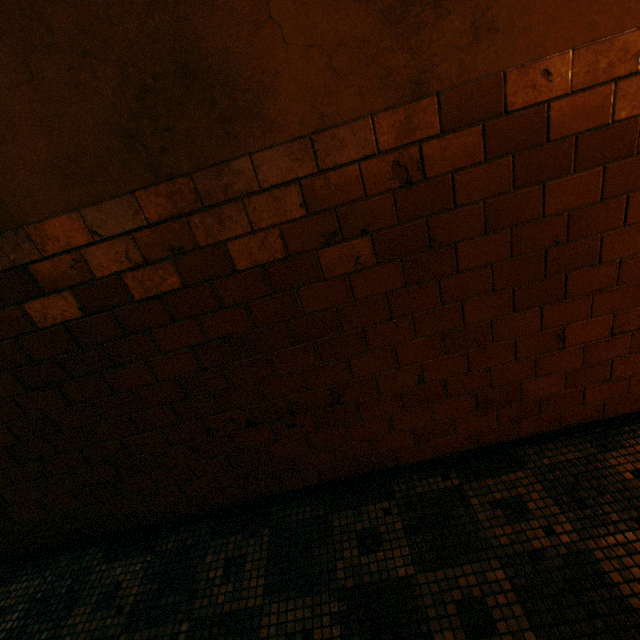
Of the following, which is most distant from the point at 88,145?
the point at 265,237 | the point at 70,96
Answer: the point at 265,237
